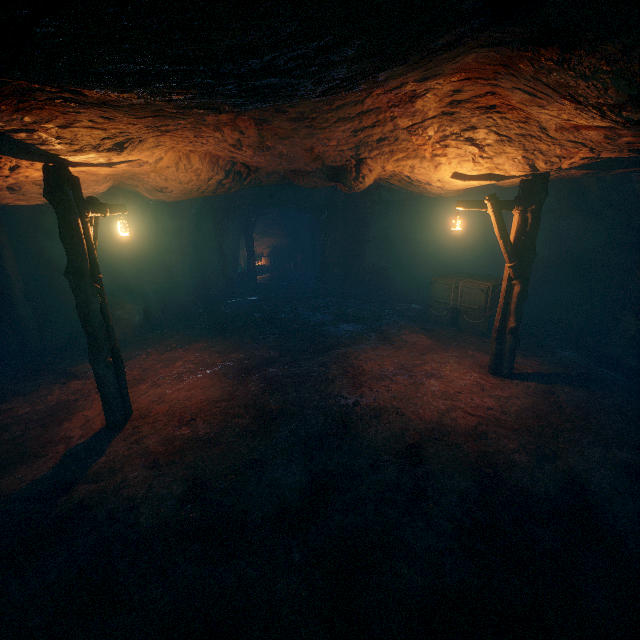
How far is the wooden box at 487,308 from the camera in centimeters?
1062cm

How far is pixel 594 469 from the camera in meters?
5.1 m

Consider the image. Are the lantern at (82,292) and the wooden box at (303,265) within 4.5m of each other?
no

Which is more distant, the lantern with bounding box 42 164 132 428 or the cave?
the cave

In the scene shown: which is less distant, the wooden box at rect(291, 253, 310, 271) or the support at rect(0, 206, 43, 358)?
the support at rect(0, 206, 43, 358)

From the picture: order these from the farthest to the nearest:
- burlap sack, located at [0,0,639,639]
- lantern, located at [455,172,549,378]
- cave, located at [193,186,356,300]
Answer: cave, located at [193,186,356,300], lantern, located at [455,172,549,378], burlap sack, located at [0,0,639,639]

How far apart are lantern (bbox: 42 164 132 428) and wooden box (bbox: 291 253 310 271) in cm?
1697

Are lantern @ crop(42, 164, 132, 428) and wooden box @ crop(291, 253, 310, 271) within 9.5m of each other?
no
